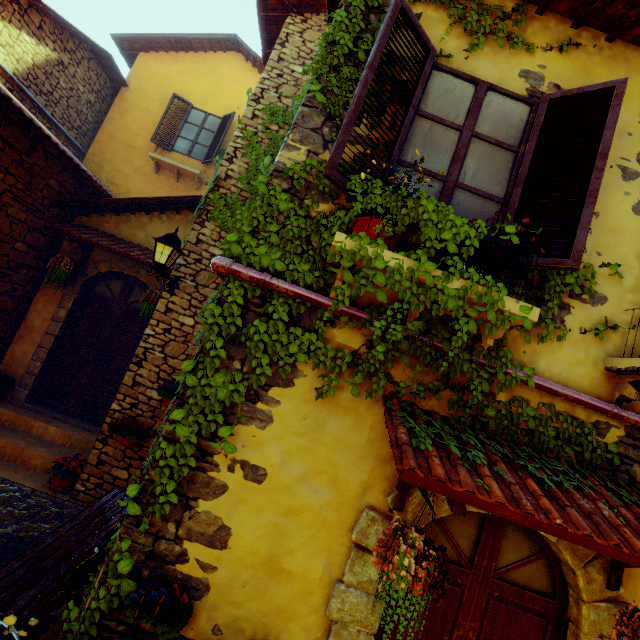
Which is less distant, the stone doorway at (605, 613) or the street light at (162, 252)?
the stone doorway at (605, 613)

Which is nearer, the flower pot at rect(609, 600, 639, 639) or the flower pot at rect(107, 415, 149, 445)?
the flower pot at rect(609, 600, 639, 639)

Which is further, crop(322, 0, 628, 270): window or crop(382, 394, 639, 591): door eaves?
crop(322, 0, 628, 270): window

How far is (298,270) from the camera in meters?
2.6

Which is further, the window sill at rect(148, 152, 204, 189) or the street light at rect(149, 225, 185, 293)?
the window sill at rect(148, 152, 204, 189)

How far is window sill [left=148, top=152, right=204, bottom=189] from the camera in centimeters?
898cm

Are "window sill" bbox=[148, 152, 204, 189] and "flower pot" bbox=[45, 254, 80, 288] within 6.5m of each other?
yes

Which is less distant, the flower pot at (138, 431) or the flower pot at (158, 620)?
the flower pot at (158, 620)
